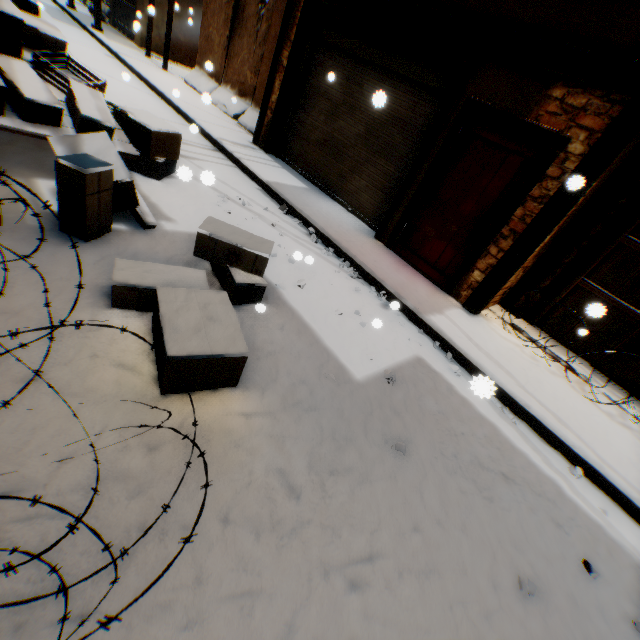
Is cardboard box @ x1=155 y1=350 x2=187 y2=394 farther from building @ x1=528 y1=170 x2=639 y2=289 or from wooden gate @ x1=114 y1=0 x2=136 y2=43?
wooden gate @ x1=114 y1=0 x2=136 y2=43

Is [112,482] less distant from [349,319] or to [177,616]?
[177,616]

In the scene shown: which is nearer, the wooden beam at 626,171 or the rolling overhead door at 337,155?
the wooden beam at 626,171

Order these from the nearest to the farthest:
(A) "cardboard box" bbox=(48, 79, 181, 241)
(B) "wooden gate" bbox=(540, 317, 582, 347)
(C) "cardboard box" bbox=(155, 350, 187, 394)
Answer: (C) "cardboard box" bbox=(155, 350, 187, 394)
(A) "cardboard box" bbox=(48, 79, 181, 241)
(B) "wooden gate" bbox=(540, 317, 582, 347)

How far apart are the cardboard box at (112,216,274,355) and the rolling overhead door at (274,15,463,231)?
0.08m

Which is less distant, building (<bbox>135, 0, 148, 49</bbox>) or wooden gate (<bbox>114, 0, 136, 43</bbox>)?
building (<bbox>135, 0, 148, 49</bbox>)

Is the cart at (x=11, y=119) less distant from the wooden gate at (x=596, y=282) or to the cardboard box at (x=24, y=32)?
the cardboard box at (x=24, y=32)

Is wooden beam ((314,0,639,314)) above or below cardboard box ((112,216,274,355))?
above
